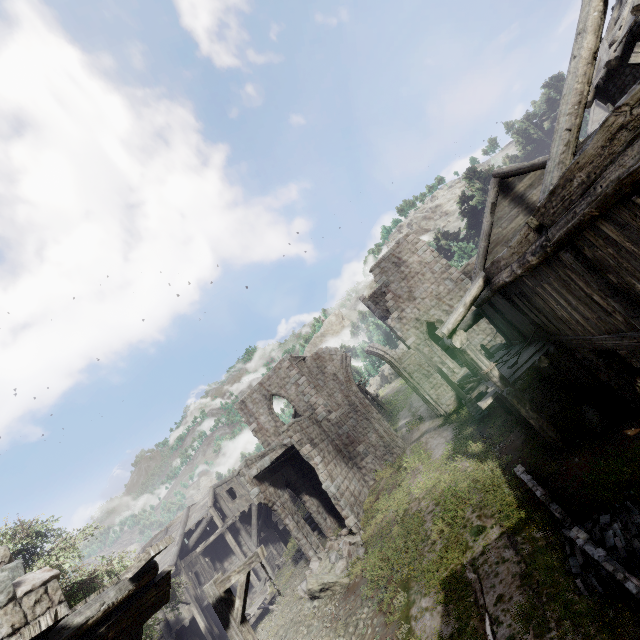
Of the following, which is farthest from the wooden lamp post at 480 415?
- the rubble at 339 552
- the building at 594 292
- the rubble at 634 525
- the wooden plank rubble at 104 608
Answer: the wooden plank rubble at 104 608

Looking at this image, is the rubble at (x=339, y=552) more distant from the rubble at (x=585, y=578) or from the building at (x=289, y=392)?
the rubble at (x=585, y=578)

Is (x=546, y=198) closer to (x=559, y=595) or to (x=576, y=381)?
(x=559, y=595)

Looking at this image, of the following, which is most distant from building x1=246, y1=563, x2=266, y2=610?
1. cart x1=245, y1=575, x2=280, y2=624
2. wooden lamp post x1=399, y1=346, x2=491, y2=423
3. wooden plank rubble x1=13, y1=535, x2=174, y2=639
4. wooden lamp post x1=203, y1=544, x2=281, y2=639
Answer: cart x1=245, y1=575, x2=280, y2=624

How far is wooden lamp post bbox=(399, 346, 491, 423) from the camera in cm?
1616

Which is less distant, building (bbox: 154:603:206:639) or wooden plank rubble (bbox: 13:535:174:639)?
wooden plank rubble (bbox: 13:535:174:639)

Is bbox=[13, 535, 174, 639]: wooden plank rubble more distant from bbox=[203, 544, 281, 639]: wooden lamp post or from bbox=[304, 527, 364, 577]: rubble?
bbox=[304, 527, 364, 577]: rubble

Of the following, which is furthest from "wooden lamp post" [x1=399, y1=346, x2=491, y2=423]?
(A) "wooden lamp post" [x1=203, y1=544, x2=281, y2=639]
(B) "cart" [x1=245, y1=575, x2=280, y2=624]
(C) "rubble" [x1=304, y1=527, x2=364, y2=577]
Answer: (B) "cart" [x1=245, y1=575, x2=280, y2=624]
